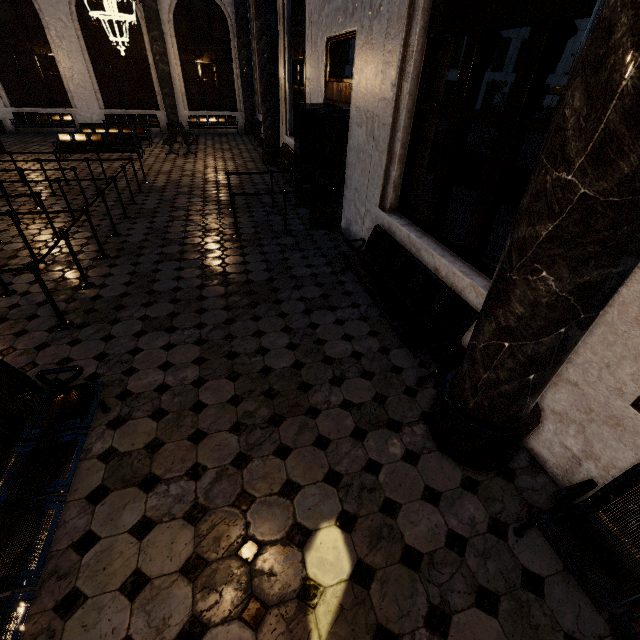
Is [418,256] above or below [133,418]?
above

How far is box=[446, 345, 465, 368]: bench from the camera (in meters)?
3.48

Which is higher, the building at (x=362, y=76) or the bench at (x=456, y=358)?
the bench at (x=456, y=358)

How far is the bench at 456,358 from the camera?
3.48m

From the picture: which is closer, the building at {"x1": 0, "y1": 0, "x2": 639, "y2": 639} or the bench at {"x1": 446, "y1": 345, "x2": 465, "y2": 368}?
the building at {"x1": 0, "y1": 0, "x2": 639, "y2": 639}

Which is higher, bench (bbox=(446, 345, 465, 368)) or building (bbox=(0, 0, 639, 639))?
bench (bbox=(446, 345, 465, 368))
